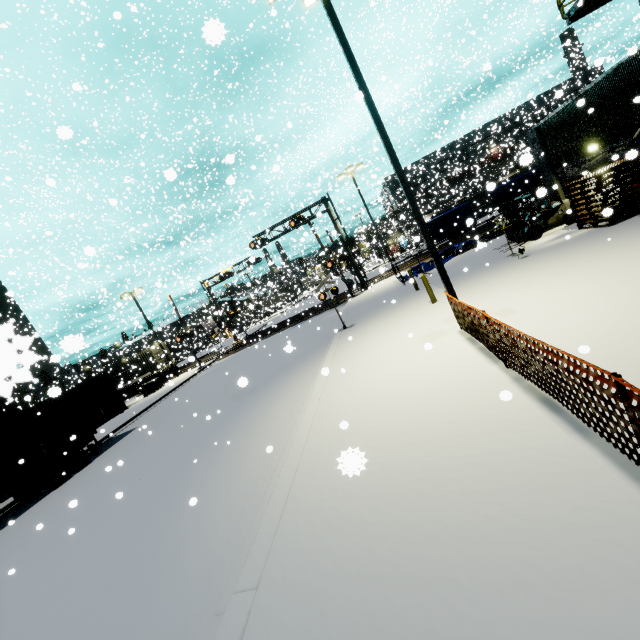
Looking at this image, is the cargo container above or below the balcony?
below

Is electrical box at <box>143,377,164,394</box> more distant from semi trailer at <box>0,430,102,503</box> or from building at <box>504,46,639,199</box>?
semi trailer at <box>0,430,102,503</box>

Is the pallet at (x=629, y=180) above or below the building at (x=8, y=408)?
below

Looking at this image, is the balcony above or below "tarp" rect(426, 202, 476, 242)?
above

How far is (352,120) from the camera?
29.56m

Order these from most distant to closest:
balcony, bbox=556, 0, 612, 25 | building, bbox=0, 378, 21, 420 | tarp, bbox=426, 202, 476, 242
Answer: tarp, bbox=426, 202, 476, 242, balcony, bbox=556, 0, 612, 25, building, bbox=0, 378, 21, 420

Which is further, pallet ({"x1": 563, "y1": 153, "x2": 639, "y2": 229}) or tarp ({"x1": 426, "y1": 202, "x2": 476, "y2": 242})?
tarp ({"x1": 426, "y1": 202, "x2": 476, "y2": 242})

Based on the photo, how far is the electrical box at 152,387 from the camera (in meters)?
29.84
